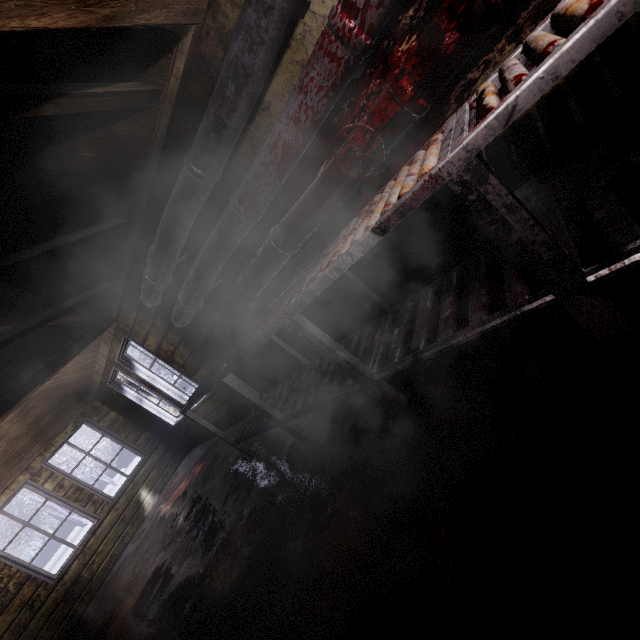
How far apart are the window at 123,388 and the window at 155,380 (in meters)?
0.23

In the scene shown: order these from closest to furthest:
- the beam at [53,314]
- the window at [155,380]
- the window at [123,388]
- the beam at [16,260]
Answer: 1. the beam at [16,260]
2. the beam at [53,314]
3. the window at [155,380]
4. the window at [123,388]

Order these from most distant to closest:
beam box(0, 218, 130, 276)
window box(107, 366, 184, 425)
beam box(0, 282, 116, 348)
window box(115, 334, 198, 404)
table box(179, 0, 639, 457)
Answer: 1. window box(107, 366, 184, 425)
2. window box(115, 334, 198, 404)
3. beam box(0, 282, 116, 348)
4. beam box(0, 218, 130, 276)
5. table box(179, 0, 639, 457)

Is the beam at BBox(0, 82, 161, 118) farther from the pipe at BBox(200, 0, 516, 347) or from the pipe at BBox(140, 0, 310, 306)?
the pipe at BBox(200, 0, 516, 347)

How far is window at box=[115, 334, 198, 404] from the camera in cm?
409

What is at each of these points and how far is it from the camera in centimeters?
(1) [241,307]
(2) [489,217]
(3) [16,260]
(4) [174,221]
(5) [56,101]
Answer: (1) pipe, 254cm
(2) table, 98cm
(3) beam, 191cm
(4) pipe, 216cm
(5) beam, 136cm

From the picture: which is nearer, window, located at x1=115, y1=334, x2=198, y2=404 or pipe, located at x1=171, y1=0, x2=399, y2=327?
pipe, located at x1=171, y1=0, x2=399, y2=327

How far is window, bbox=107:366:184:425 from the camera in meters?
4.9 m
